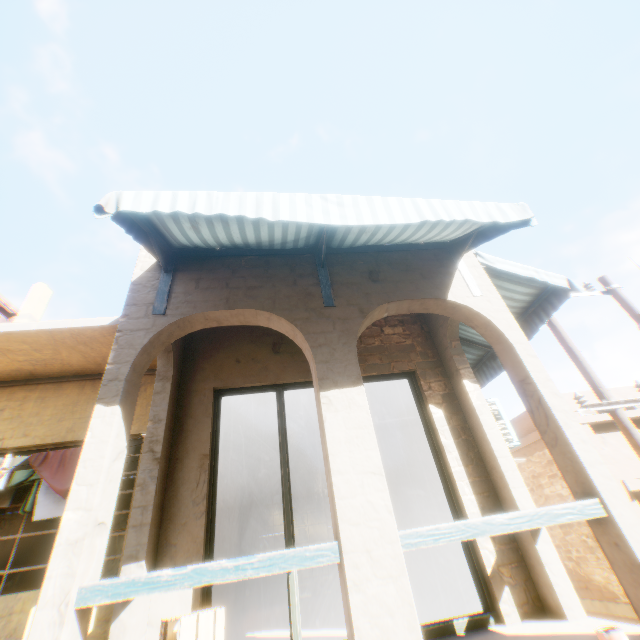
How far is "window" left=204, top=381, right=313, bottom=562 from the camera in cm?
400

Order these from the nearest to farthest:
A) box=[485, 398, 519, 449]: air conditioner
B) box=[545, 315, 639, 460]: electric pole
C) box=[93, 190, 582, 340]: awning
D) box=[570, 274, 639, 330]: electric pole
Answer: box=[93, 190, 582, 340]: awning, box=[545, 315, 639, 460]: electric pole, box=[485, 398, 519, 449]: air conditioner, box=[570, 274, 639, 330]: electric pole

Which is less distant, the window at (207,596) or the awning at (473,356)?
the window at (207,596)

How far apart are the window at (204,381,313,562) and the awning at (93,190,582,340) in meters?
1.4 m

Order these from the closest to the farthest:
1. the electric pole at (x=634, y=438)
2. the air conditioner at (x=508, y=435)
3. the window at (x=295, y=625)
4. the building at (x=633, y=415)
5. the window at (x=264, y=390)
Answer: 1. the window at (x=295, y=625)
2. the window at (x=264, y=390)
3. the electric pole at (x=634, y=438)
4. the air conditioner at (x=508, y=435)
5. the building at (x=633, y=415)

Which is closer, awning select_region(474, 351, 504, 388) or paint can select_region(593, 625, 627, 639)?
paint can select_region(593, 625, 627, 639)

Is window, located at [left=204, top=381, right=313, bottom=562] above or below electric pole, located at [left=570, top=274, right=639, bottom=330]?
below

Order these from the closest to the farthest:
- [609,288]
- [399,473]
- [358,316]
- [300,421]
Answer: [358,316]
[609,288]
[399,473]
[300,421]
